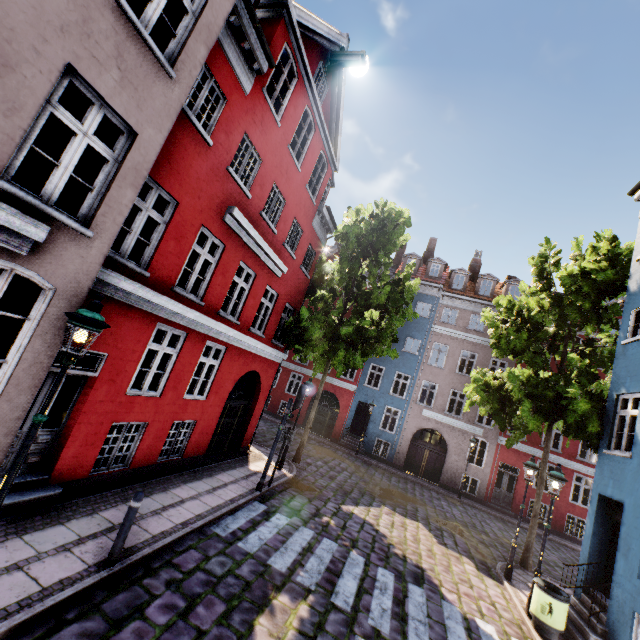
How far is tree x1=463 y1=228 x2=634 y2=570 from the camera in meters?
10.9 m

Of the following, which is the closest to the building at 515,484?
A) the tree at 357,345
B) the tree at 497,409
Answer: the tree at 497,409

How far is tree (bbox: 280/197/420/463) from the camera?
13.41m

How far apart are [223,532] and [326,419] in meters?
18.1

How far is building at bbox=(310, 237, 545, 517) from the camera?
21.22m

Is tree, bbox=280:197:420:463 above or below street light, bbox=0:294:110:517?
above

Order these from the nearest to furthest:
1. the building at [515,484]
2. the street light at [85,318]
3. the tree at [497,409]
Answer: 1. the street light at [85,318]
2. the tree at [497,409]
3. the building at [515,484]

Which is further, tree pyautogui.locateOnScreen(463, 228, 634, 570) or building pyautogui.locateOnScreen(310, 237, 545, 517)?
building pyautogui.locateOnScreen(310, 237, 545, 517)
